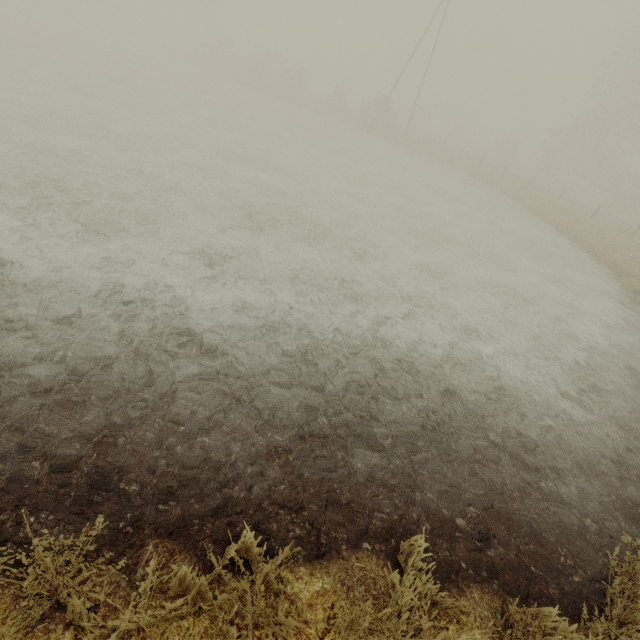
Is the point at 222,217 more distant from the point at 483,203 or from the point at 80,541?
the point at 483,203

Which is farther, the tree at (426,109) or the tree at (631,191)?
the tree at (426,109)

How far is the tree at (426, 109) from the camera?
52.93m

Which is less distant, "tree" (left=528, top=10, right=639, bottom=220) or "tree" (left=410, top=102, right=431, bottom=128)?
"tree" (left=528, top=10, right=639, bottom=220)

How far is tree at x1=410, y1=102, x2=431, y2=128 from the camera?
52.93m
